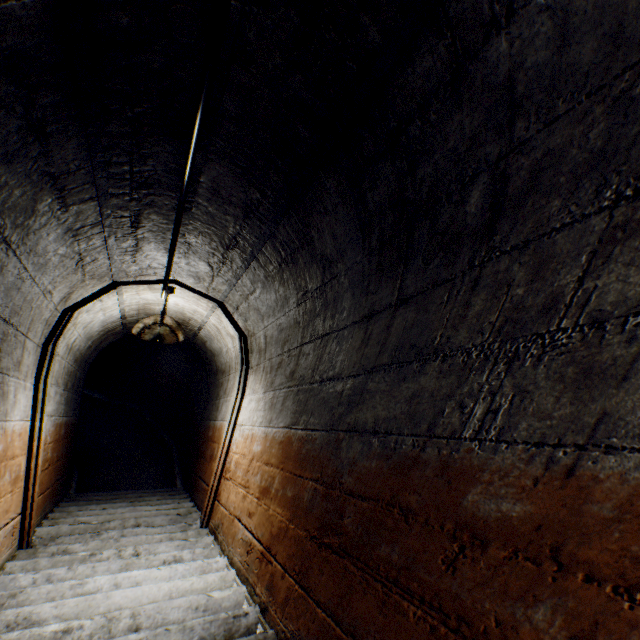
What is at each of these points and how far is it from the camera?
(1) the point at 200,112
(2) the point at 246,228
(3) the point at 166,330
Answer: (1) wire, 1.04m
(2) building tunnel, 1.94m
(3) ceiling light, 3.03m

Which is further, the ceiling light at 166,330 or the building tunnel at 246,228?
the ceiling light at 166,330

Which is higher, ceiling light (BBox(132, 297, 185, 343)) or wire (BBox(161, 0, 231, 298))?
wire (BBox(161, 0, 231, 298))

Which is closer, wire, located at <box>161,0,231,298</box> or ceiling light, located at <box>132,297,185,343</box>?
wire, located at <box>161,0,231,298</box>

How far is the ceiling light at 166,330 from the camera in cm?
296

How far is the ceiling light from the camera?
3.0m

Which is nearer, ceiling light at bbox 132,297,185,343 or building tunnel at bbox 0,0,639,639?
building tunnel at bbox 0,0,639,639
